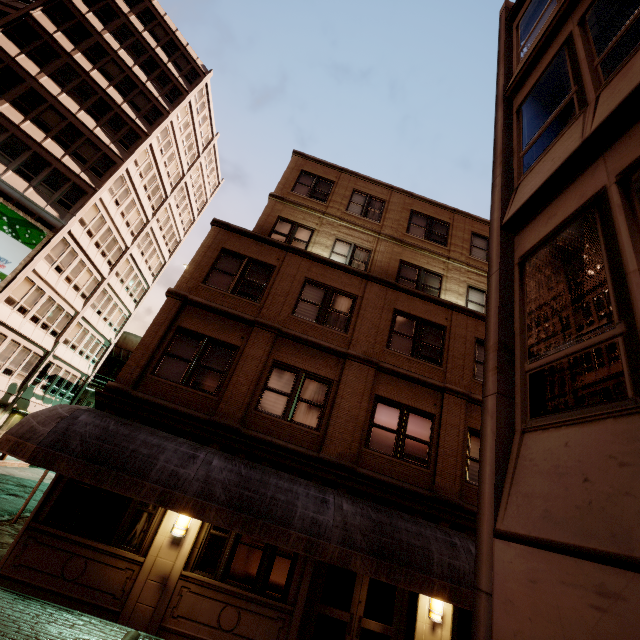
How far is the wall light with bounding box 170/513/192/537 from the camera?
8.1m

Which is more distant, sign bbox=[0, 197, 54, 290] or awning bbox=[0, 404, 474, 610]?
sign bbox=[0, 197, 54, 290]

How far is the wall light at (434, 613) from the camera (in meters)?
8.23

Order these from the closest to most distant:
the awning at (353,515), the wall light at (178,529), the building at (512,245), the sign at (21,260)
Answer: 1. the building at (512,245)
2. the awning at (353,515)
3. the wall light at (178,529)
4. the sign at (21,260)

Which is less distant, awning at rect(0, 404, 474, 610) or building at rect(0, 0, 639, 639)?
building at rect(0, 0, 639, 639)

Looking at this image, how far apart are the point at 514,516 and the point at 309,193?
15.6m

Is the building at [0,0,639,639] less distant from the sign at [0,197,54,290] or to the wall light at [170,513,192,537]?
the wall light at [170,513,192,537]

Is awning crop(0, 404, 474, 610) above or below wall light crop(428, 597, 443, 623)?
above
